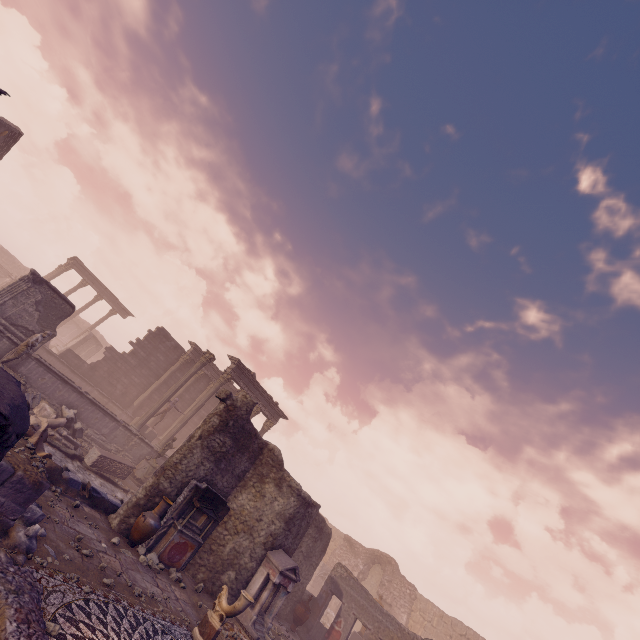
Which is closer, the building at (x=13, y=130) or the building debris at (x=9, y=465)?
the building debris at (x=9, y=465)

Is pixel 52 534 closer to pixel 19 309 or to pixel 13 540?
pixel 13 540

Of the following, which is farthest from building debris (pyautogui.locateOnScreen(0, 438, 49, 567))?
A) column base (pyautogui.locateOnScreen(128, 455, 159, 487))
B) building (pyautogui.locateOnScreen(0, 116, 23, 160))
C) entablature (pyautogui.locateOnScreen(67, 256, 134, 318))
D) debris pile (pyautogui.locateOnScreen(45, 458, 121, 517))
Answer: entablature (pyautogui.locateOnScreen(67, 256, 134, 318))

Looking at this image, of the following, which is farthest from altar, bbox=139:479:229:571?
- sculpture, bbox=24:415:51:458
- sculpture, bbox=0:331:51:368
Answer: sculpture, bbox=0:331:51:368

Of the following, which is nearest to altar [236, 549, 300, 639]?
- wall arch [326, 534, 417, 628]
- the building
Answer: wall arch [326, 534, 417, 628]

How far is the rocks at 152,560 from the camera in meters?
8.6 m

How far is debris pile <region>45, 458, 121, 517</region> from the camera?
8.8m

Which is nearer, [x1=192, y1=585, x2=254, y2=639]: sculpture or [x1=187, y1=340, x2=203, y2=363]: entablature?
[x1=192, y1=585, x2=254, y2=639]: sculpture
